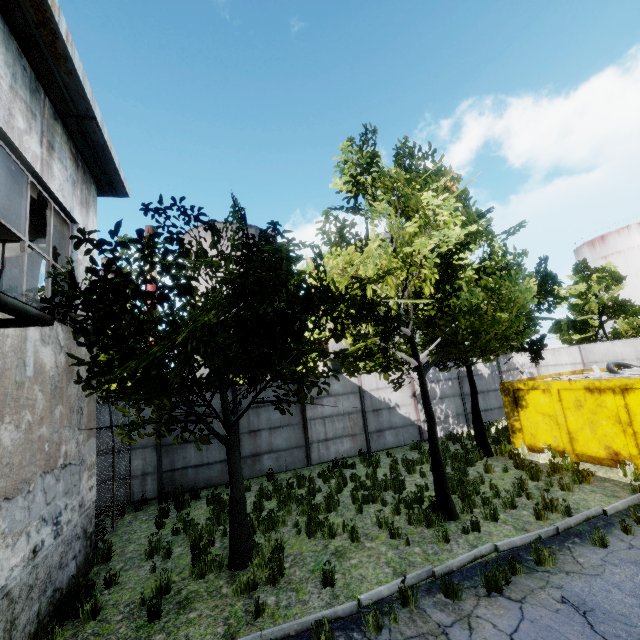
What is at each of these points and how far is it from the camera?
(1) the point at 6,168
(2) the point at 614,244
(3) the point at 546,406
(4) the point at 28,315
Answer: (1) beam, 6.00m
(2) storage tank, 39.69m
(3) garbage container, 11.23m
(4) awning, 2.53m

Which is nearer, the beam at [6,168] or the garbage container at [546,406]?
the beam at [6,168]

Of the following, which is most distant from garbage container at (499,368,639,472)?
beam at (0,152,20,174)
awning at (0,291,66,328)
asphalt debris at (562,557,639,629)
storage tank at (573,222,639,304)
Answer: storage tank at (573,222,639,304)

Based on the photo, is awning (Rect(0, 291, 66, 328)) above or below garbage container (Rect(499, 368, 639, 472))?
above

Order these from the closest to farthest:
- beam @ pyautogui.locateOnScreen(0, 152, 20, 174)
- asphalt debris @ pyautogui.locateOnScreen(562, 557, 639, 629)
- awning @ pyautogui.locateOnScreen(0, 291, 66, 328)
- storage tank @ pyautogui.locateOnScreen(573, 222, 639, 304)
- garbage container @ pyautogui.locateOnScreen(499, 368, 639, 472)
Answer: awning @ pyautogui.locateOnScreen(0, 291, 66, 328) < asphalt debris @ pyautogui.locateOnScreen(562, 557, 639, 629) < beam @ pyautogui.locateOnScreen(0, 152, 20, 174) < garbage container @ pyautogui.locateOnScreen(499, 368, 639, 472) < storage tank @ pyautogui.locateOnScreen(573, 222, 639, 304)

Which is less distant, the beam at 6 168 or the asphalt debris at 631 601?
the asphalt debris at 631 601

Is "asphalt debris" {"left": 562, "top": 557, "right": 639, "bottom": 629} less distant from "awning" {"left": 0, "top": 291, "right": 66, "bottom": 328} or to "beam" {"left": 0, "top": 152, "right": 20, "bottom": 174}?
"awning" {"left": 0, "top": 291, "right": 66, "bottom": 328}

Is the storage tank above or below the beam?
above
